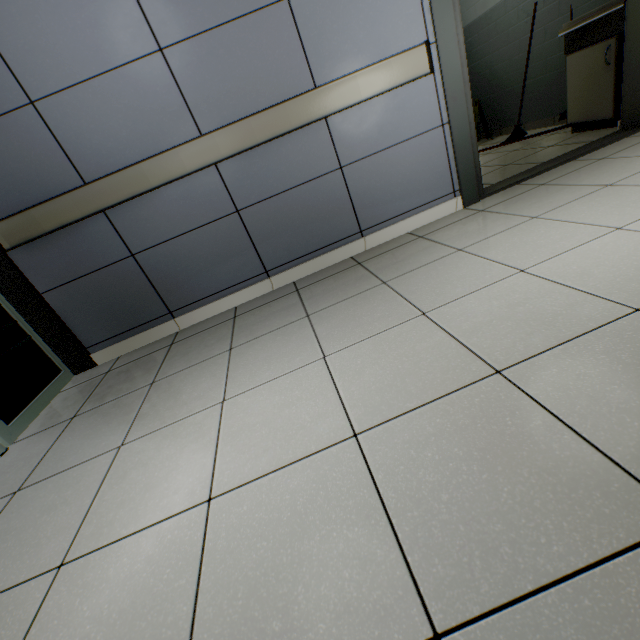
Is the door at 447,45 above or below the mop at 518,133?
above

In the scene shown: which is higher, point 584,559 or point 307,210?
point 307,210

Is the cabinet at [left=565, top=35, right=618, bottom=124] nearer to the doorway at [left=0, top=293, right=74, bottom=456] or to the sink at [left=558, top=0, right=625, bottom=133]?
the sink at [left=558, top=0, right=625, bottom=133]

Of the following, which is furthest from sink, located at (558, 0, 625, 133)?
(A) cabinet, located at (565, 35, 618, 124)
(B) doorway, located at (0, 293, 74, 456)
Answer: (B) doorway, located at (0, 293, 74, 456)

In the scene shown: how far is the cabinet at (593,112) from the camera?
2.77m

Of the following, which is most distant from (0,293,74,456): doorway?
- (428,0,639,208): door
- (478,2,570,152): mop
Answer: (478,2,570,152): mop

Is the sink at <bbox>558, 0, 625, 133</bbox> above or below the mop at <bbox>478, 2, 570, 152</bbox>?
above

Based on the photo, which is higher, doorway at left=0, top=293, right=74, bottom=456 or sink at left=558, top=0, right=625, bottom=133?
sink at left=558, top=0, right=625, bottom=133
